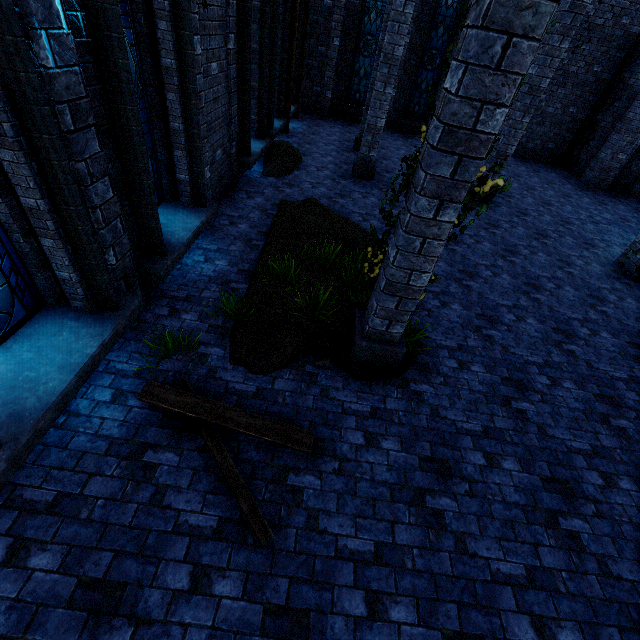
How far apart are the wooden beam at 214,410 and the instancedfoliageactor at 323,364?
0.8 meters

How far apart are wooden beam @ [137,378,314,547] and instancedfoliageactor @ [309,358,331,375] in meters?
0.8

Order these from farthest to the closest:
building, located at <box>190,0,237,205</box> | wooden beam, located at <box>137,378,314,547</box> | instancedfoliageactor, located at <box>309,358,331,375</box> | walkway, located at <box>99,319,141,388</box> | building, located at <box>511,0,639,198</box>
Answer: building, located at <box>511,0,639,198</box> → building, located at <box>190,0,237,205</box> → instancedfoliageactor, located at <box>309,358,331,375</box> → walkway, located at <box>99,319,141,388</box> → wooden beam, located at <box>137,378,314,547</box>

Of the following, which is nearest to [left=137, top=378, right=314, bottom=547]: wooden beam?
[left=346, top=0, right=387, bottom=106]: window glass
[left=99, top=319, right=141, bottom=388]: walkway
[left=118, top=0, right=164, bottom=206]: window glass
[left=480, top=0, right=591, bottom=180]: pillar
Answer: [left=99, top=319, right=141, bottom=388]: walkway

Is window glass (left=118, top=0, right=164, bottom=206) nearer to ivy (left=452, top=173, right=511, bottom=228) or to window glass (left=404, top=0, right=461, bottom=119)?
ivy (left=452, top=173, right=511, bottom=228)

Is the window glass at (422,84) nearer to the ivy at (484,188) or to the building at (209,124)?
the building at (209,124)

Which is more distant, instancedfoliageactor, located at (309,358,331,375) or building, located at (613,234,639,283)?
building, located at (613,234,639,283)

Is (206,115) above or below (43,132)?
below
